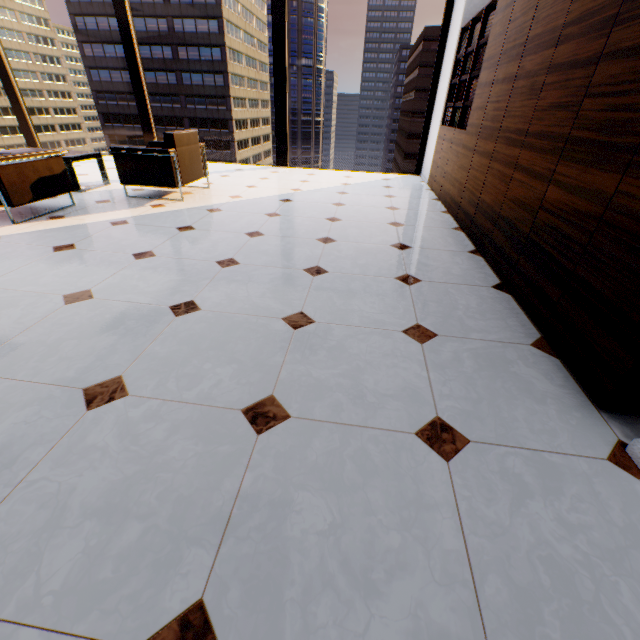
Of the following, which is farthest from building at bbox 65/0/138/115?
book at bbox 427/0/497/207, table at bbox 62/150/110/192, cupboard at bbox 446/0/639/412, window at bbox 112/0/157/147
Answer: cupboard at bbox 446/0/639/412

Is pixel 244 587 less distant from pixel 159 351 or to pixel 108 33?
pixel 159 351

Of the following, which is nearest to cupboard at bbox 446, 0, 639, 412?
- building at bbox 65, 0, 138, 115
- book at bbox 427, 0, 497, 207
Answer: book at bbox 427, 0, 497, 207

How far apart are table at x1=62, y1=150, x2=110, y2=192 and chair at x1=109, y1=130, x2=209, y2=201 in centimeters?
72cm

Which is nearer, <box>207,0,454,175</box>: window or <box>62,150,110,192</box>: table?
<box>62,150,110,192</box>: table

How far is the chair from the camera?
3.99m

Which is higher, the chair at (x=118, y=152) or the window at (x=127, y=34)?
the window at (x=127, y=34)

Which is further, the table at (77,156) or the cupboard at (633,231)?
the table at (77,156)
